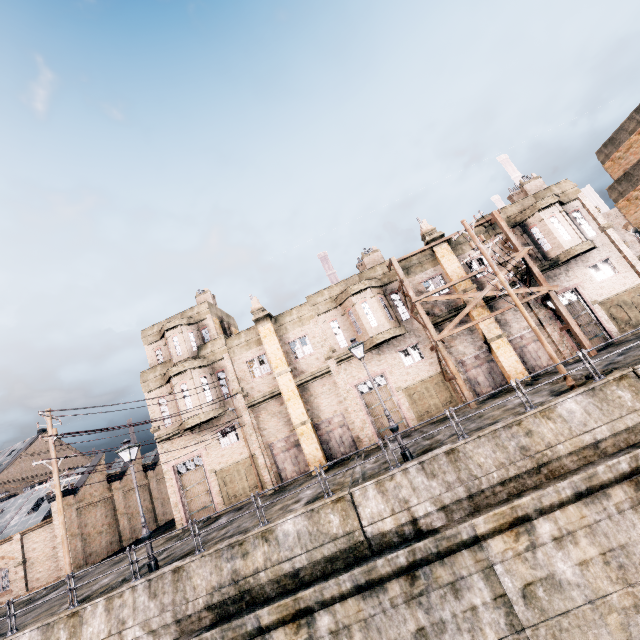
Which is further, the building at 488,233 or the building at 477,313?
the building at 488,233

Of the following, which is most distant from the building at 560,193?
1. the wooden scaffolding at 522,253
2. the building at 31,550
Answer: the building at 31,550

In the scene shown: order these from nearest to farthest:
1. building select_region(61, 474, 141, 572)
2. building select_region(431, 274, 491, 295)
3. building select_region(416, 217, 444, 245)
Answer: building select_region(431, 274, 491, 295)
building select_region(416, 217, 444, 245)
building select_region(61, 474, 141, 572)

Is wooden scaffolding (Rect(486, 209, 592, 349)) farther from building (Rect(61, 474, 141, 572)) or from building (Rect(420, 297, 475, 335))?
building (Rect(61, 474, 141, 572))

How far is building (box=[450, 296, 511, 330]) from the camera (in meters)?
23.62

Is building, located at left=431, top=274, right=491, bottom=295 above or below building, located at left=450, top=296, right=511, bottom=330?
above

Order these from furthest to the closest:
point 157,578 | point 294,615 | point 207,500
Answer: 1. point 207,500
2. point 157,578
3. point 294,615
